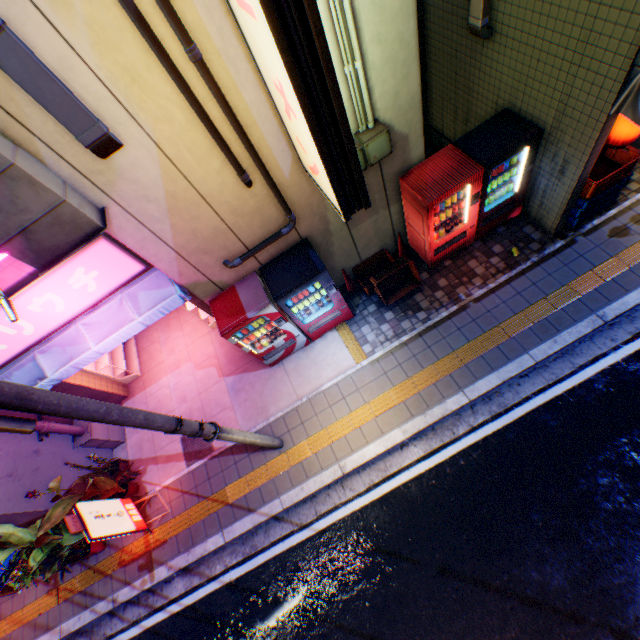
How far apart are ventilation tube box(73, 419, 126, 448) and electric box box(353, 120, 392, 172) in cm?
768

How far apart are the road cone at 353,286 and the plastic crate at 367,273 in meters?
0.0 m

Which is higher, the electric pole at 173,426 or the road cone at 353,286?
the electric pole at 173,426

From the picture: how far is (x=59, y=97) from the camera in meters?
3.2

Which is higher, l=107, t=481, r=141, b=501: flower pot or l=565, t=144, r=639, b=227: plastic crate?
l=565, t=144, r=639, b=227: plastic crate

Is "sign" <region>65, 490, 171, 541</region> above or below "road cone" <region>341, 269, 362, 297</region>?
above

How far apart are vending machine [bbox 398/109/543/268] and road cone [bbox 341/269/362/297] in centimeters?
154cm

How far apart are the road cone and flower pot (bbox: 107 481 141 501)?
6.5 meters
